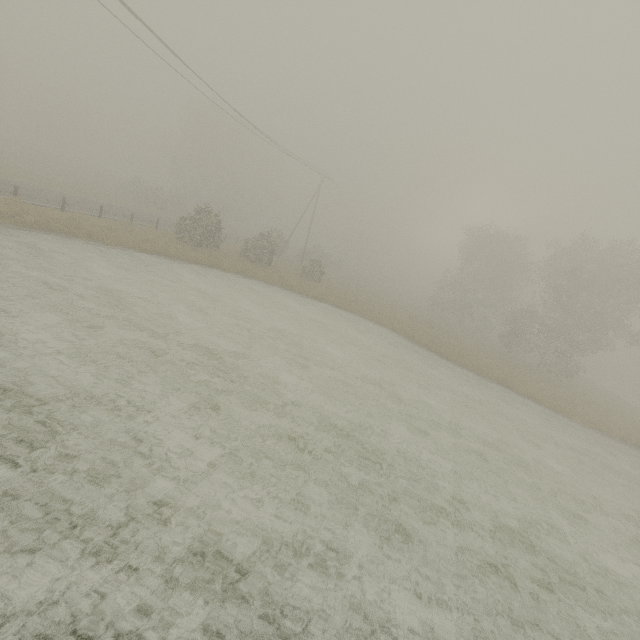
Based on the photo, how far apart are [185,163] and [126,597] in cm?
5923
